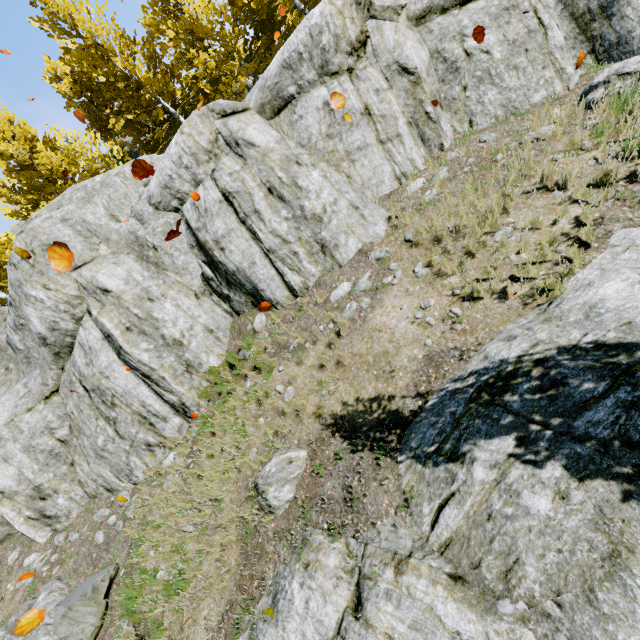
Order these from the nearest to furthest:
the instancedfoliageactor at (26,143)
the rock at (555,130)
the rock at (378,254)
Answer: the rock at (555,130) → the rock at (378,254) → the instancedfoliageactor at (26,143)

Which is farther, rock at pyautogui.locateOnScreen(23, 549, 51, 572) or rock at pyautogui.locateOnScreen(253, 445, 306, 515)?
rock at pyautogui.locateOnScreen(23, 549, 51, 572)

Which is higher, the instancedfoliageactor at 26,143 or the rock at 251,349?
the instancedfoliageactor at 26,143

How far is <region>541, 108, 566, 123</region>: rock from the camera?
6.2 meters

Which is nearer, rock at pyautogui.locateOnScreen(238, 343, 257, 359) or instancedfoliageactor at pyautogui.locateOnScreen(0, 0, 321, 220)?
rock at pyautogui.locateOnScreen(238, 343, 257, 359)

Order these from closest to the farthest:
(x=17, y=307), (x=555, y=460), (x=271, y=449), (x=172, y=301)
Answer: (x=555, y=460), (x=271, y=449), (x=172, y=301), (x=17, y=307)
